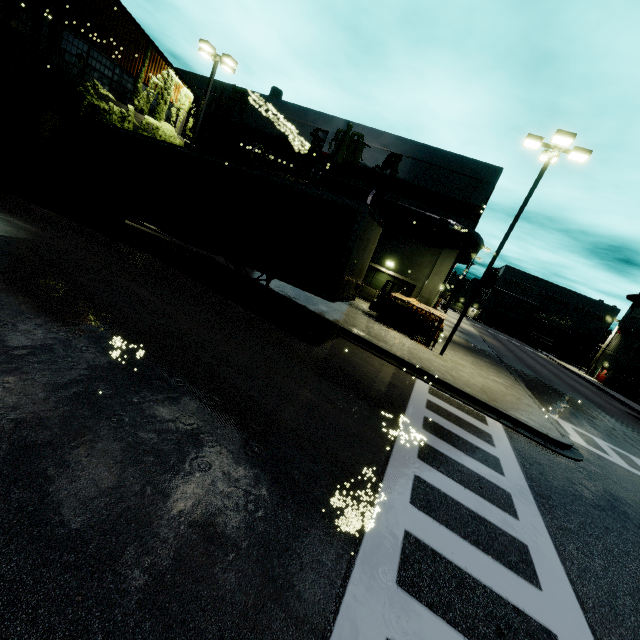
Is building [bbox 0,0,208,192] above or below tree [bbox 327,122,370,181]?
below

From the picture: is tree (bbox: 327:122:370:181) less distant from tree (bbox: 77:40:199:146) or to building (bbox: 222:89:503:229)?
building (bbox: 222:89:503:229)

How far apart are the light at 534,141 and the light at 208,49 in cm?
1674

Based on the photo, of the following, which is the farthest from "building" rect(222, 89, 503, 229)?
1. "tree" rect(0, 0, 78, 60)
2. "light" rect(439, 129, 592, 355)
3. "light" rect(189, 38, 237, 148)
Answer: "light" rect(439, 129, 592, 355)

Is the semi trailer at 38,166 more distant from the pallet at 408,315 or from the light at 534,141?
the pallet at 408,315

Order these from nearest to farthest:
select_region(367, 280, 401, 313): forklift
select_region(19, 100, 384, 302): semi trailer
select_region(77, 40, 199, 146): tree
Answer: select_region(19, 100, 384, 302): semi trailer
select_region(77, 40, 199, 146): tree
select_region(367, 280, 401, 313): forklift

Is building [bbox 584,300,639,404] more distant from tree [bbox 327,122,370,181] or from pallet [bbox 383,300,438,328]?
pallet [bbox 383,300,438,328]

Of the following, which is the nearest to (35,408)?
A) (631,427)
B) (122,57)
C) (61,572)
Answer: (61,572)
